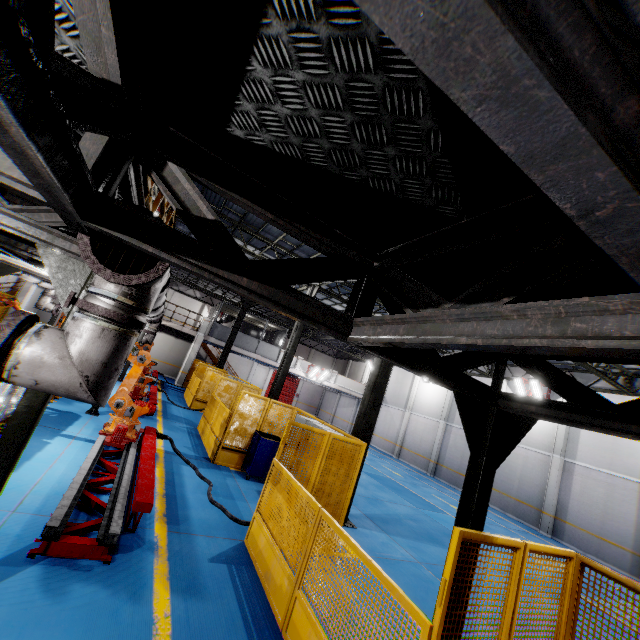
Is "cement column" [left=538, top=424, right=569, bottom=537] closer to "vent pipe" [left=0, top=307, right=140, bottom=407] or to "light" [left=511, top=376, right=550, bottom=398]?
"light" [left=511, top=376, right=550, bottom=398]

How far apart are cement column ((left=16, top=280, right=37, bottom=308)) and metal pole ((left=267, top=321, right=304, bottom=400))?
16.73m

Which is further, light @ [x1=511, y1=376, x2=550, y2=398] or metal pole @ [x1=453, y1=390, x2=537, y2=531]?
light @ [x1=511, y1=376, x2=550, y2=398]

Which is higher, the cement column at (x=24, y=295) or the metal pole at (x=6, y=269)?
the metal pole at (x=6, y=269)

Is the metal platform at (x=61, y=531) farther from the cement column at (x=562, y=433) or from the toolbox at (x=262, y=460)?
the cement column at (x=562, y=433)

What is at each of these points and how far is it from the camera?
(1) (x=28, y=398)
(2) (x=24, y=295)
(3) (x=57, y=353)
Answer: (1) metal pole, 3.14m
(2) cement column, 19.91m
(3) vent pipe, 2.38m

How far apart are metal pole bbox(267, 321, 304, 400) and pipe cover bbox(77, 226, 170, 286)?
13.60m

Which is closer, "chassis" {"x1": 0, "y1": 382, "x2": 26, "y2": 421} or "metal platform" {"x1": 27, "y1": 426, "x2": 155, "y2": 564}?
"metal platform" {"x1": 27, "y1": 426, "x2": 155, "y2": 564}
